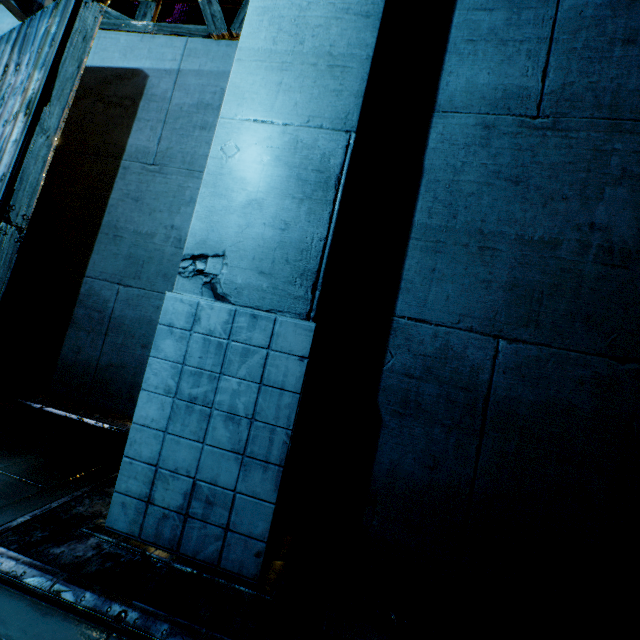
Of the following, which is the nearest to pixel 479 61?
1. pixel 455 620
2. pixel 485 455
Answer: pixel 485 455
